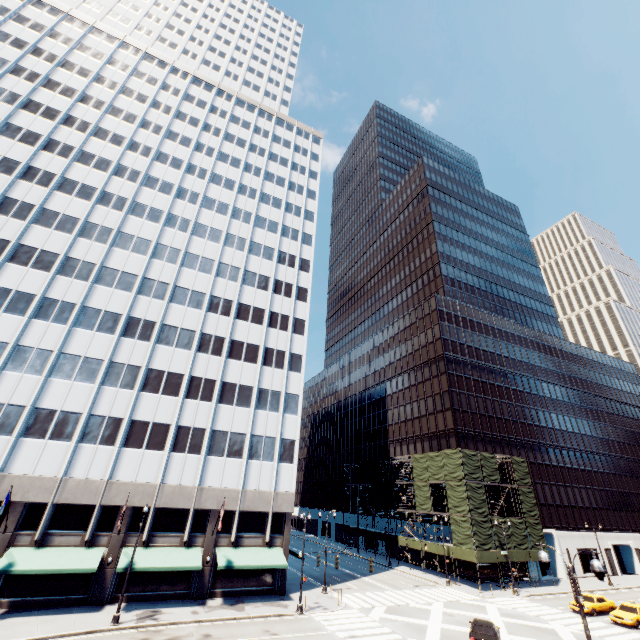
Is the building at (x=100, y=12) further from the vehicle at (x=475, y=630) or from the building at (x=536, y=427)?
the building at (x=536, y=427)

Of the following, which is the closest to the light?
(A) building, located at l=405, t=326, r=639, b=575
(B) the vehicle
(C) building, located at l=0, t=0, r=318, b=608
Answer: (B) the vehicle

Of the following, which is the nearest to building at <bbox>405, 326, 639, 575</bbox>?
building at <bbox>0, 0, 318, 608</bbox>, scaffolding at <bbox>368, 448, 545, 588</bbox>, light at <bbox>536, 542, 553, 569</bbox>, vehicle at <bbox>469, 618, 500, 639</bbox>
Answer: scaffolding at <bbox>368, 448, 545, 588</bbox>

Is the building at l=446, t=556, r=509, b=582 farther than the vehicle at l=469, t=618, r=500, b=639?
Yes

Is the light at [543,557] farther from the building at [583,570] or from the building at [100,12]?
the building at [583,570]

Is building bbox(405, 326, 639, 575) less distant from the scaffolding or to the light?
the scaffolding

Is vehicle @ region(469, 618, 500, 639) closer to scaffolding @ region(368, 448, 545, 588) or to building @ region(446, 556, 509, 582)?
scaffolding @ region(368, 448, 545, 588)

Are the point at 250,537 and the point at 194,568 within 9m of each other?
yes
